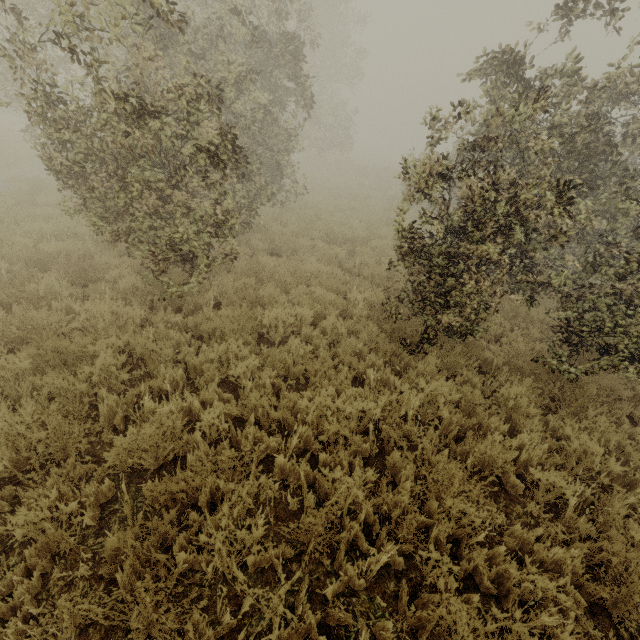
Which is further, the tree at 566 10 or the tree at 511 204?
the tree at 566 10

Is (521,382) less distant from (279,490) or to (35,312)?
(279,490)

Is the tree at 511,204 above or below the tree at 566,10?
below

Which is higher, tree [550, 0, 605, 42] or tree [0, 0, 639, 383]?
tree [550, 0, 605, 42]

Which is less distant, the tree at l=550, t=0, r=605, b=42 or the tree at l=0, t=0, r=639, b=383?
the tree at l=0, t=0, r=639, b=383
